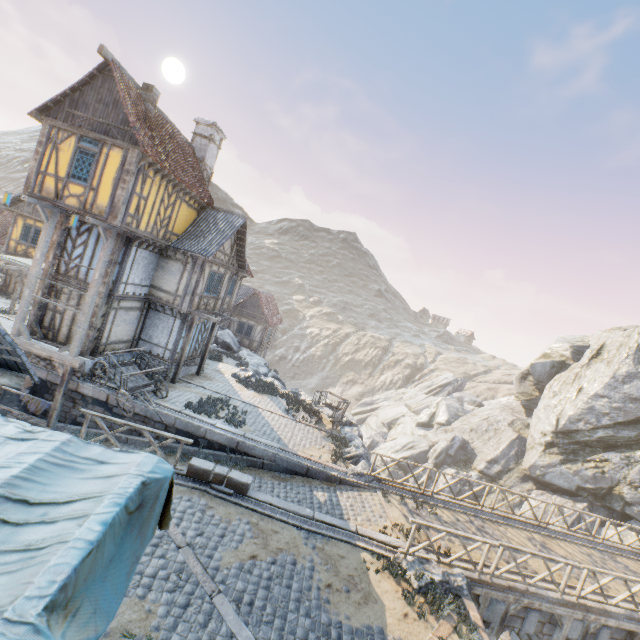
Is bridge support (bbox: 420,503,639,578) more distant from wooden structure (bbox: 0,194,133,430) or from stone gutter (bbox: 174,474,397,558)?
wooden structure (bbox: 0,194,133,430)

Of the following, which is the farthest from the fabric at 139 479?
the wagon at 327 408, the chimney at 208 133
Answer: the chimney at 208 133

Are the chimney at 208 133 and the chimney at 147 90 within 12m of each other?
yes

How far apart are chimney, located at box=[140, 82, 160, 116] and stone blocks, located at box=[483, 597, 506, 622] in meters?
22.3 m

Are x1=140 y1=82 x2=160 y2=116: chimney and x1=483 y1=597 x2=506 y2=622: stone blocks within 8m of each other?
no

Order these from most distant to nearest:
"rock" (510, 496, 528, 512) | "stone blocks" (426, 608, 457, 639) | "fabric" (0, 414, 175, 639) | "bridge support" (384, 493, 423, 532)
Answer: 1. "rock" (510, 496, 528, 512)
2. "bridge support" (384, 493, 423, 532)
3. "stone blocks" (426, 608, 457, 639)
4. "fabric" (0, 414, 175, 639)

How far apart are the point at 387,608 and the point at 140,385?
12.1m

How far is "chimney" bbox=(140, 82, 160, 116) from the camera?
13.88m
